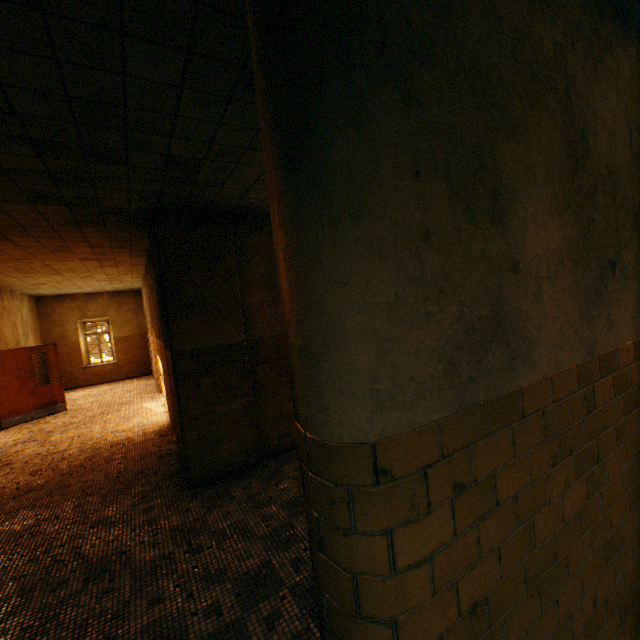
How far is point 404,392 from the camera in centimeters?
A: 103cm
